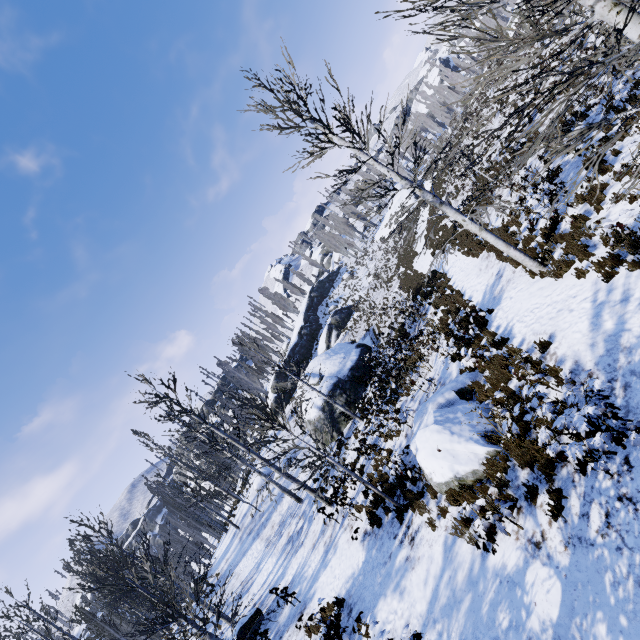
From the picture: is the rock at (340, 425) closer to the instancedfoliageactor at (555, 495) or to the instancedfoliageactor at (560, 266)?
the instancedfoliageactor at (560, 266)

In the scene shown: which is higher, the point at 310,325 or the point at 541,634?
the point at 310,325

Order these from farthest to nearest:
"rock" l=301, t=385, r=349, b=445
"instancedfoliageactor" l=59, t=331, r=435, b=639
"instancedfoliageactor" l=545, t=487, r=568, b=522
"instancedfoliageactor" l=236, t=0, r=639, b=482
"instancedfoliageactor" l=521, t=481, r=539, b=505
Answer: "rock" l=301, t=385, r=349, b=445 → "instancedfoliageactor" l=59, t=331, r=435, b=639 → "instancedfoliageactor" l=521, t=481, r=539, b=505 → "instancedfoliageactor" l=545, t=487, r=568, b=522 → "instancedfoliageactor" l=236, t=0, r=639, b=482

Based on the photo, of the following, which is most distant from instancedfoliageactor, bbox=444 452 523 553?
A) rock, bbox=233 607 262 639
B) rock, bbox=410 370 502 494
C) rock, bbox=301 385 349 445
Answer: rock, bbox=410 370 502 494

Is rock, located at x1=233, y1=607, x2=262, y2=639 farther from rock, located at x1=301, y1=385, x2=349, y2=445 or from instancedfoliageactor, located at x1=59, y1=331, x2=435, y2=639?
instancedfoliageactor, located at x1=59, y1=331, x2=435, y2=639

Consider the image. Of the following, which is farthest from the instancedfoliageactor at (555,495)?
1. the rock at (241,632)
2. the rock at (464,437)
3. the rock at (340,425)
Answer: the rock at (464,437)

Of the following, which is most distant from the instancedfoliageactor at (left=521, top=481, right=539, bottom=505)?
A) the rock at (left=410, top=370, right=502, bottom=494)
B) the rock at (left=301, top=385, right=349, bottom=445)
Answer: the rock at (left=410, top=370, right=502, bottom=494)

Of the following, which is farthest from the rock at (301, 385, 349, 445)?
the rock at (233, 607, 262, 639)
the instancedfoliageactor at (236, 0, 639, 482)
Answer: the instancedfoliageactor at (236, 0, 639, 482)
